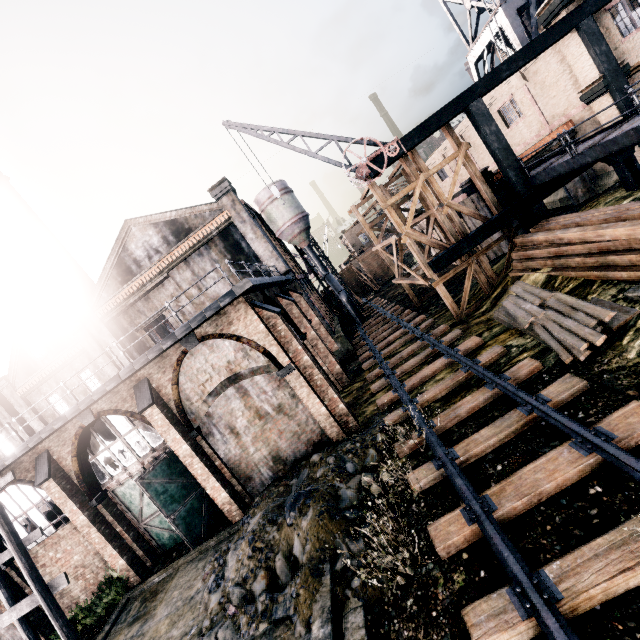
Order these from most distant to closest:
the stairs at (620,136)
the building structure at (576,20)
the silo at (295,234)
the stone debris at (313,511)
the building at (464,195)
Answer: the silo at (295,234) < the building at (464,195) < the building structure at (576,20) < the stairs at (620,136) < the stone debris at (313,511)

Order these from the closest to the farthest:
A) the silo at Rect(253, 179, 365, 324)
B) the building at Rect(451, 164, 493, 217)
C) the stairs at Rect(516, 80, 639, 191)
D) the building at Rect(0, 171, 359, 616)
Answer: the stairs at Rect(516, 80, 639, 191), the building at Rect(0, 171, 359, 616), the building at Rect(451, 164, 493, 217), the silo at Rect(253, 179, 365, 324)

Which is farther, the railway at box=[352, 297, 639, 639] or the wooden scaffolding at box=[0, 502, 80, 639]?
the wooden scaffolding at box=[0, 502, 80, 639]

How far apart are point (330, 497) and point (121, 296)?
25.1 meters

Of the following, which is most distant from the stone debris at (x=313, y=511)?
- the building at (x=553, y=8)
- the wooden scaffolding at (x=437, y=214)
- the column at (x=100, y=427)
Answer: the building at (x=553, y=8)

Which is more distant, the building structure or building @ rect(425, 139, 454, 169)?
building @ rect(425, 139, 454, 169)

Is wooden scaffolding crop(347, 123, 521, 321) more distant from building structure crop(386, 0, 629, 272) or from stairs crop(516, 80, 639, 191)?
stairs crop(516, 80, 639, 191)

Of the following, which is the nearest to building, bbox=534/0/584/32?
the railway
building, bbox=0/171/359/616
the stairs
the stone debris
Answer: the stairs
